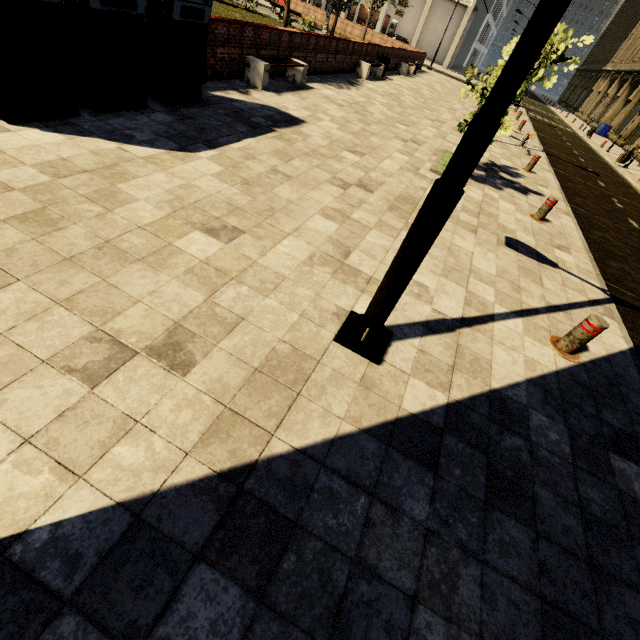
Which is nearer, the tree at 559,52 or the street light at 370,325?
the street light at 370,325

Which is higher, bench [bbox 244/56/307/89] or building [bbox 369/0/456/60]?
building [bbox 369/0/456/60]

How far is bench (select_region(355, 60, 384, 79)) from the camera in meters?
15.4

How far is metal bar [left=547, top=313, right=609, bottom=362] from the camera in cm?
384

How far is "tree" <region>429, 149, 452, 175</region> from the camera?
8.1 meters

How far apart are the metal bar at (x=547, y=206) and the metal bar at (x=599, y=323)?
4.55m

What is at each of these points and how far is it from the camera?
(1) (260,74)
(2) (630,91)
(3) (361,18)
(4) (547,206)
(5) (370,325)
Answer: (1) bench, 8.8 meters
(2) building, 35.8 meters
(3) building, 52.7 meters
(4) metal bar, 7.5 meters
(5) street light, 3.1 meters
